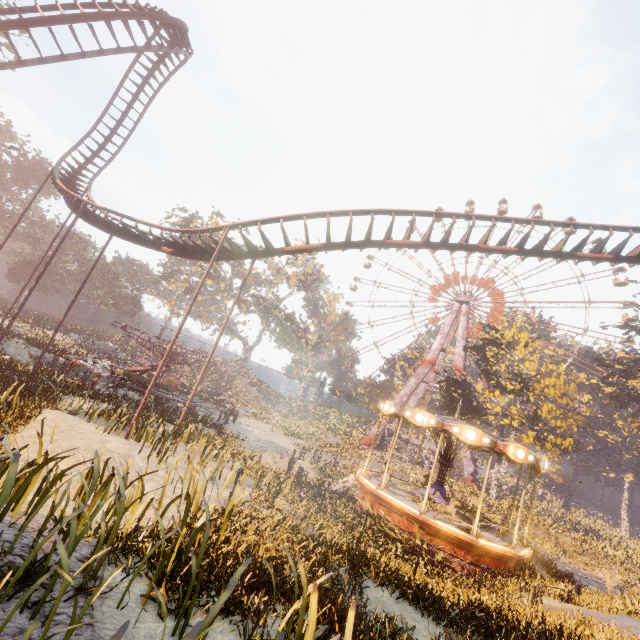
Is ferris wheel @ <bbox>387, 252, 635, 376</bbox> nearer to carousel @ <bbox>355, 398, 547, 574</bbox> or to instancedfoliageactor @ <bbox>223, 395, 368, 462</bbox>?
carousel @ <bbox>355, 398, 547, 574</bbox>

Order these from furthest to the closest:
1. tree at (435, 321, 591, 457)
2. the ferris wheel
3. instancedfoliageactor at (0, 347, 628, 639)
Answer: the ferris wheel, tree at (435, 321, 591, 457), instancedfoliageactor at (0, 347, 628, 639)

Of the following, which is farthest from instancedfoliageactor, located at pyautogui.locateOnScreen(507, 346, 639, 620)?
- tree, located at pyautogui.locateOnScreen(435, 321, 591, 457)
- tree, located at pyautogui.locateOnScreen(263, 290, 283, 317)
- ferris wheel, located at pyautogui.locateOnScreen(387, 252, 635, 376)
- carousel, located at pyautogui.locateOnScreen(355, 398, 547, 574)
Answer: tree, located at pyautogui.locateOnScreen(263, 290, 283, 317)

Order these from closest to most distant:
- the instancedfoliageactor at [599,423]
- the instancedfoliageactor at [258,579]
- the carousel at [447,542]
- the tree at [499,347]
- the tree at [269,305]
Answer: the instancedfoliageactor at [258,579]
the carousel at [447,542]
the instancedfoliageactor at [599,423]
the tree at [499,347]
the tree at [269,305]

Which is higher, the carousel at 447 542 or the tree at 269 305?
the tree at 269 305

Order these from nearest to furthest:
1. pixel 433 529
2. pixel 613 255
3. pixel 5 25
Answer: pixel 433 529
pixel 5 25
pixel 613 255

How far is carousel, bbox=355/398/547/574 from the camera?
12.01m

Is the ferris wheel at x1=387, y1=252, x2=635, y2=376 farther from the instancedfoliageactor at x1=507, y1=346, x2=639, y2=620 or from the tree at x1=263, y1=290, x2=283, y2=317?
the tree at x1=263, y1=290, x2=283, y2=317
